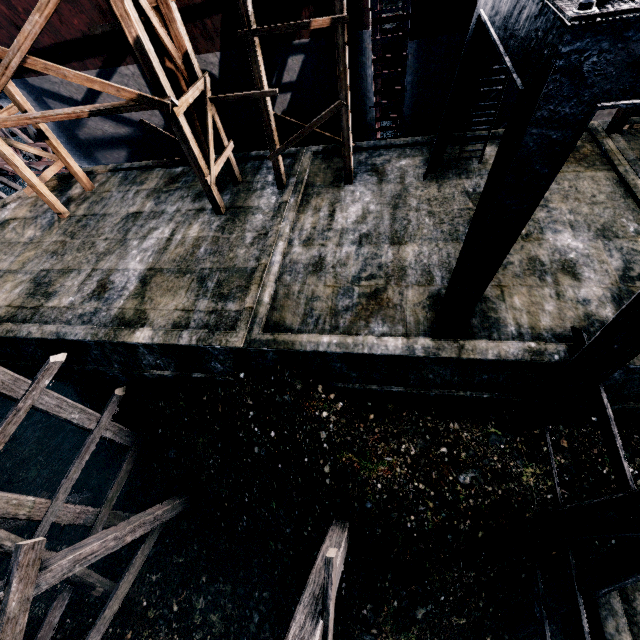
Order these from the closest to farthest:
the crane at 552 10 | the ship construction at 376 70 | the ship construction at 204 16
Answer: the crane at 552 10
the ship construction at 376 70
the ship construction at 204 16

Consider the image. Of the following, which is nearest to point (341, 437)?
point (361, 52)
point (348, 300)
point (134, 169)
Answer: point (348, 300)

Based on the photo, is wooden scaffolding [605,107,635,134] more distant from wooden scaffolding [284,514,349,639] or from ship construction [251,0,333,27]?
wooden scaffolding [284,514,349,639]

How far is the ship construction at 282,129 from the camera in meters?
15.3

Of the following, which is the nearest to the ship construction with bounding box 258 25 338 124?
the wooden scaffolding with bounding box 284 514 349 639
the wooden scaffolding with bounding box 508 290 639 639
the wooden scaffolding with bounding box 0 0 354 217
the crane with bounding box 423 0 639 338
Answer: the wooden scaffolding with bounding box 0 0 354 217

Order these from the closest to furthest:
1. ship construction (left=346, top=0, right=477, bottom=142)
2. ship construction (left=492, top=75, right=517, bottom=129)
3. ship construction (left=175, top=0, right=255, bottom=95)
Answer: ship construction (left=346, top=0, right=477, bottom=142) → ship construction (left=175, top=0, right=255, bottom=95) → ship construction (left=492, top=75, right=517, bottom=129)

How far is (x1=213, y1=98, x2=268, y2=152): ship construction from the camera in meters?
14.3 m
